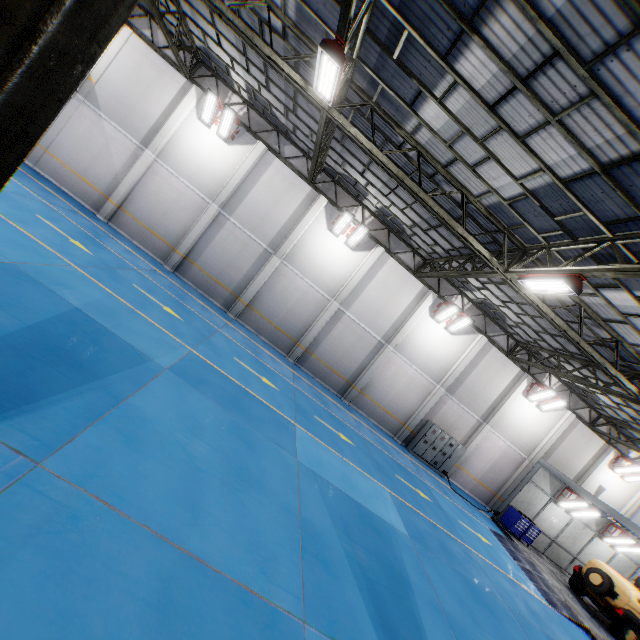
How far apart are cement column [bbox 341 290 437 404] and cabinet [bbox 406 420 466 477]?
4.4 meters

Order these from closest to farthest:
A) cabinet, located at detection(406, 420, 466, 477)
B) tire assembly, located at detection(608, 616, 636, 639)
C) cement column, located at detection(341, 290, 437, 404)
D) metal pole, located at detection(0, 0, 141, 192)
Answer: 1. metal pole, located at detection(0, 0, 141, 192)
2. tire assembly, located at detection(608, 616, 636, 639)
3. cement column, located at detection(341, 290, 437, 404)
4. cabinet, located at detection(406, 420, 466, 477)

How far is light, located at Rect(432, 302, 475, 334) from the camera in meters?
17.3 m

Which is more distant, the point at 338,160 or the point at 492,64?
the point at 338,160

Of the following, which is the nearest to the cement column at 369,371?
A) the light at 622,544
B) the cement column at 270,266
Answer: the cement column at 270,266

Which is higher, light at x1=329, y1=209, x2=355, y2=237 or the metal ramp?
light at x1=329, y1=209, x2=355, y2=237

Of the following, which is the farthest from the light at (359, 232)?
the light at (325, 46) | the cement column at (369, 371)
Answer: the light at (325, 46)

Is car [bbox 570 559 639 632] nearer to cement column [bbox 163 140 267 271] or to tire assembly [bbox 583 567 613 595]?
tire assembly [bbox 583 567 613 595]
